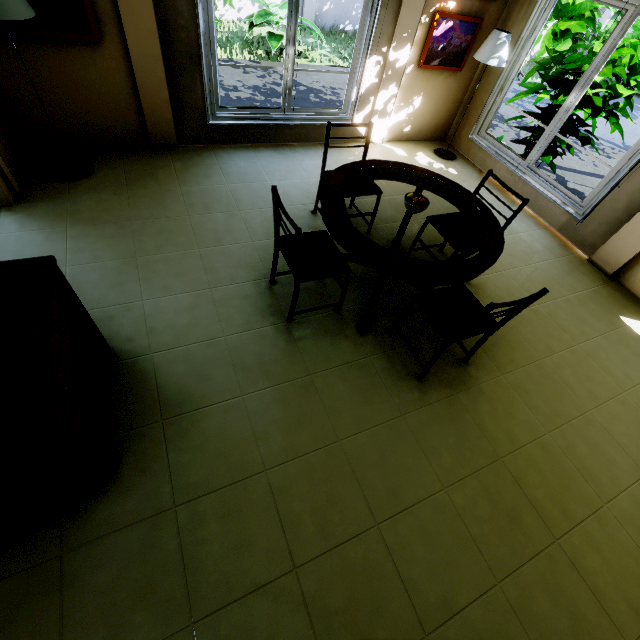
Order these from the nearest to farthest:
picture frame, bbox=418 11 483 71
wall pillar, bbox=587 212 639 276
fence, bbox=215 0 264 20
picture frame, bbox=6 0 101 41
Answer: picture frame, bbox=6 0 101 41 → wall pillar, bbox=587 212 639 276 → picture frame, bbox=418 11 483 71 → fence, bbox=215 0 264 20

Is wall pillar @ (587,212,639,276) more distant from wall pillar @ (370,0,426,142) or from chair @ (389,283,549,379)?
wall pillar @ (370,0,426,142)

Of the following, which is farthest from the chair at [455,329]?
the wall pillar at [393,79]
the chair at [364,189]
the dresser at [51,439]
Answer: the wall pillar at [393,79]

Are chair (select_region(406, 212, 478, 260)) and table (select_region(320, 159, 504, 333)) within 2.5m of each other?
yes

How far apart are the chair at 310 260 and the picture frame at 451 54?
3.4 meters

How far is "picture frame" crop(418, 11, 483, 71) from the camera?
3.99m

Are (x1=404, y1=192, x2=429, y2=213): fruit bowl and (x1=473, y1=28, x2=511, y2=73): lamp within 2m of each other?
no

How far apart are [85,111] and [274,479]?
4.1 meters
